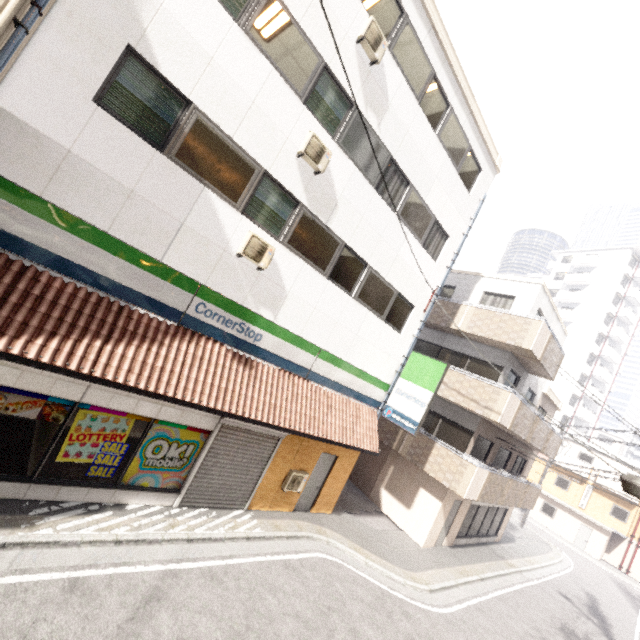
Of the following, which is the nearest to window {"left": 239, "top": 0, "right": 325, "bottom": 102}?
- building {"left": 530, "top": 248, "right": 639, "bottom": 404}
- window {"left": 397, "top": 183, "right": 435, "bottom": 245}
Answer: window {"left": 397, "top": 183, "right": 435, "bottom": 245}

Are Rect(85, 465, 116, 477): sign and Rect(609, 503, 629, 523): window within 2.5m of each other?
no

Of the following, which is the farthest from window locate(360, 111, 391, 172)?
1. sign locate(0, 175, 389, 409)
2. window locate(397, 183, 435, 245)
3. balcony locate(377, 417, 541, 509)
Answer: balcony locate(377, 417, 541, 509)

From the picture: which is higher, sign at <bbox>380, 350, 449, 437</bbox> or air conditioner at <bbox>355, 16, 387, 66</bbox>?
air conditioner at <bbox>355, 16, 387, 66</bbox>

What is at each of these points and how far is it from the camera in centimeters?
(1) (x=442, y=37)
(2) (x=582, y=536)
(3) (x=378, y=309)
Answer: (1) roof trim, 952cm
(2) door, 3022cm
(3) window, 1062cm

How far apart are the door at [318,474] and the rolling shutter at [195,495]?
1.9m

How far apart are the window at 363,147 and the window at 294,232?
1.7m

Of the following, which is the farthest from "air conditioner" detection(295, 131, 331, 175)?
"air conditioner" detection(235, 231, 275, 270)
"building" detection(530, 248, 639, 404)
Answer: "building" detection(530, 248, 639, 404)
